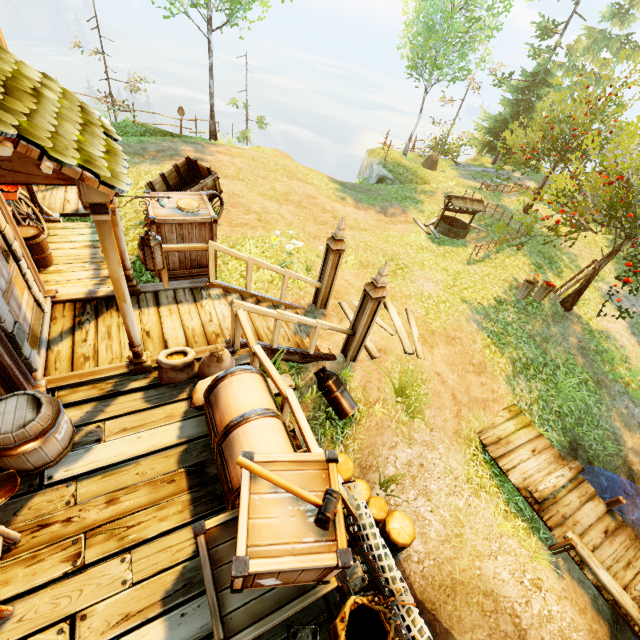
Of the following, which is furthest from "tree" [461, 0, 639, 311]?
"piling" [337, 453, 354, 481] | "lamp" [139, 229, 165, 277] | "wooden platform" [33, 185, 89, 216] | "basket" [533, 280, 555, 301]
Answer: "wooden platform" [33, 185, 89, 216]

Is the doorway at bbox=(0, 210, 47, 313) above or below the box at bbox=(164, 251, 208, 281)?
above

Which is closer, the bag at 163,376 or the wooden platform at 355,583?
the wooden platform at 355,583

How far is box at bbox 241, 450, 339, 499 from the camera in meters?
2.6 m

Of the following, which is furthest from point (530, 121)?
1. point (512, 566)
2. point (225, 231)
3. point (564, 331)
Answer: point (512, 566)

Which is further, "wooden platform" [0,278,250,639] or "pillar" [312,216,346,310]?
"pillar" [312,216,346,310]

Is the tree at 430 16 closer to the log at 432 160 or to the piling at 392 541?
the piling at 392 541

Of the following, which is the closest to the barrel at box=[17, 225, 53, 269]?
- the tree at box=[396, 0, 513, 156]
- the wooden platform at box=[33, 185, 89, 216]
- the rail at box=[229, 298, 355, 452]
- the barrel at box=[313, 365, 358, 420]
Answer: the wooden platform at box=[33, 185, 89, 216]
